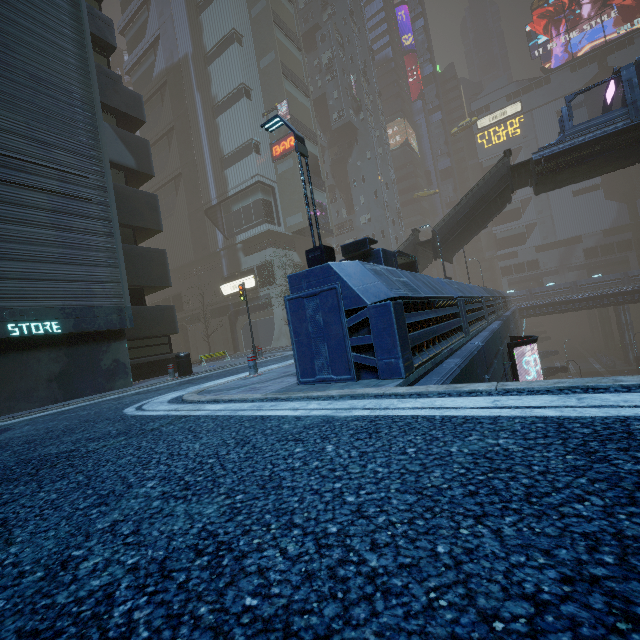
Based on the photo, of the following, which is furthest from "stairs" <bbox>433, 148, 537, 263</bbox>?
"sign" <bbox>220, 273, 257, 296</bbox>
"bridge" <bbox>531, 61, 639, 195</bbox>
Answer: "sign" <bbox>220, 273, 257, 296</bbox>

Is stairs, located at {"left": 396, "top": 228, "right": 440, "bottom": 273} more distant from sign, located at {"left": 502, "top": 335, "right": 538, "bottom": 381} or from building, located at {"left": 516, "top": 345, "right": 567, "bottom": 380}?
sign, located at {"left": 502, "top": 335, "right": 538, "bottom": 381}

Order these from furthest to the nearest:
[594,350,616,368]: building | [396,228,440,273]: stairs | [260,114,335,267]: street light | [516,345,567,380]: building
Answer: [594,350,616,368]: building
[516,345,567,380]: building
[396,228,440,273]: stairs
[260,114,335,267]: street light

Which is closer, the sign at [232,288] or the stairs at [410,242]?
the stairs at [410,242]

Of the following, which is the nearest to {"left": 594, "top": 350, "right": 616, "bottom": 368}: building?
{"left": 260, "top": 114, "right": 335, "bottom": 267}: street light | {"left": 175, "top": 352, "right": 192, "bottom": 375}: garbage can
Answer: {"left": 260, "top": 114, "right": 335, "bottom": 267}: street light

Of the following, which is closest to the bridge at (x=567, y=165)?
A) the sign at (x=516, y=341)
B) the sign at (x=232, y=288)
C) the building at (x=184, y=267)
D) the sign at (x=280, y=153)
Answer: the building at (x=184, y=267)

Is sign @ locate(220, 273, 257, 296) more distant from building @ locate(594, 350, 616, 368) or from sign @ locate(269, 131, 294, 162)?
sign @ locate(269, 131, 294, 162)

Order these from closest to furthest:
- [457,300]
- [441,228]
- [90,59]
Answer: [457,300]
[90,59]
[441,228]
